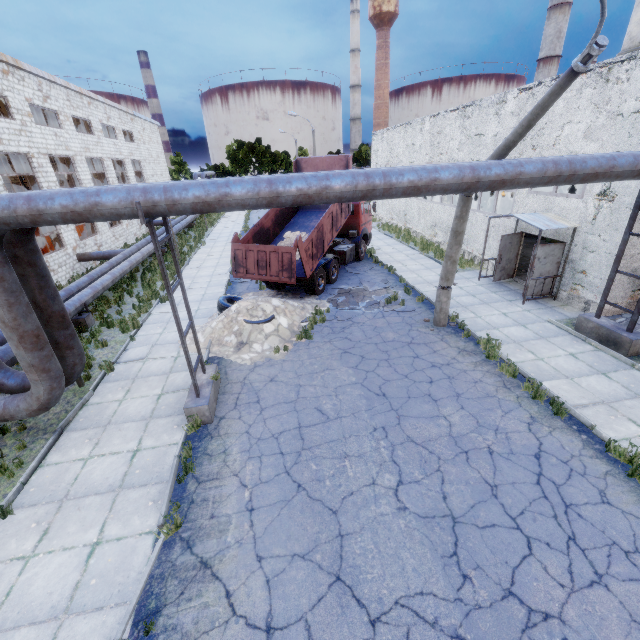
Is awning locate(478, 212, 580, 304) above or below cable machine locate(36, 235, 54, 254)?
above

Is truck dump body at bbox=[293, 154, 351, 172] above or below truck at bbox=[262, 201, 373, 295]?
above

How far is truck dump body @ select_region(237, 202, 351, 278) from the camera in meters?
13.0 m

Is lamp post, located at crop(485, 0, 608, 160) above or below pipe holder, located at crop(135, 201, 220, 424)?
above

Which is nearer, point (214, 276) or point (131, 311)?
point (131, 311)

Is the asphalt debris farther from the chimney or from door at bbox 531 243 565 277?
the chimney

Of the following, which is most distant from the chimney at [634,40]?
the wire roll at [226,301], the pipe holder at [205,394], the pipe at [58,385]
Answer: the pipe holder at [205,394]

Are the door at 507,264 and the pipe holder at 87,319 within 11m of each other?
no
